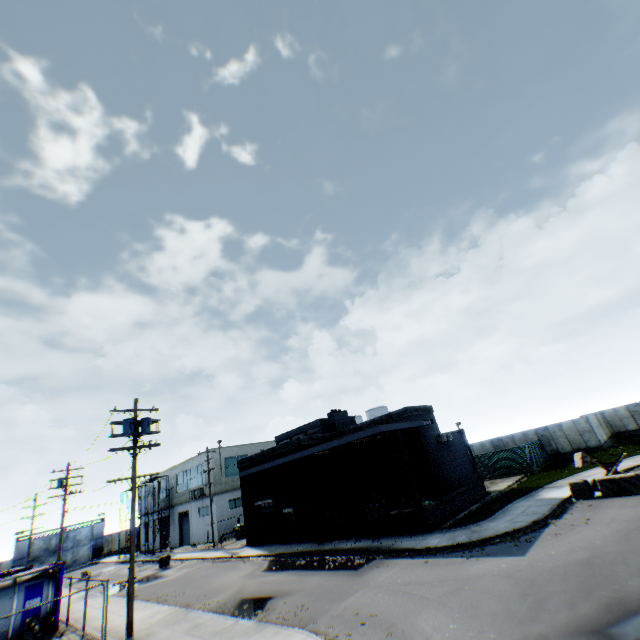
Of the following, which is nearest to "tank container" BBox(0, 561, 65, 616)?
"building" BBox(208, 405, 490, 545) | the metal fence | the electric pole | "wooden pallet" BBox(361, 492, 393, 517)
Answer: the electric pole

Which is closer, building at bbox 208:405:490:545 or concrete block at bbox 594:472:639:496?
concrete block at bbox 594:472:639:496

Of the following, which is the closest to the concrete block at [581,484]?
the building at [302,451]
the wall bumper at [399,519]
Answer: the building at [302,451]

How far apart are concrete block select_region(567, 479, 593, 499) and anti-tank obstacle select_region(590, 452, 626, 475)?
1.24m

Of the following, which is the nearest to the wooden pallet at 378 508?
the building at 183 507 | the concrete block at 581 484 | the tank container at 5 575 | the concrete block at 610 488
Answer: the concrete block at 581 484

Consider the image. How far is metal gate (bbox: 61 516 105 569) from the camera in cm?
5169

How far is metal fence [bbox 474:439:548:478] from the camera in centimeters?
3002cm

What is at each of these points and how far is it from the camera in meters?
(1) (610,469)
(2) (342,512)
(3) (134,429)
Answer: (1) anti-tank obstacle, 18.5
(2) wooden pallet, 22.6
(3) electric pole, 16.7
